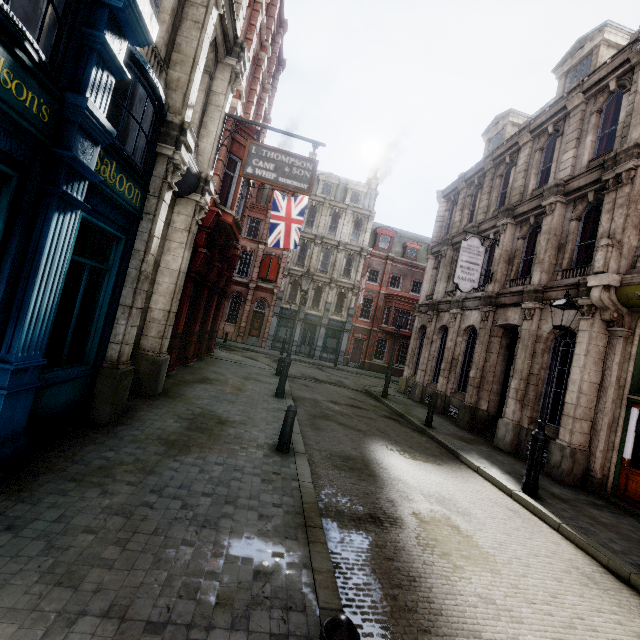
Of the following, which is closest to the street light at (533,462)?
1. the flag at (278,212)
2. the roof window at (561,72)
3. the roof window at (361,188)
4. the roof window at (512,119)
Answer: the roof window at (561,72)

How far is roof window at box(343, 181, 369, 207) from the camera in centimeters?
3472cm

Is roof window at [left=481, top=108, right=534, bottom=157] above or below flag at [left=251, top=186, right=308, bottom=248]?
above

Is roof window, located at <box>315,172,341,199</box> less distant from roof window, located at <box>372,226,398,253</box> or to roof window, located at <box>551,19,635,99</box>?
roof window, located at <box>372,226,398,253</box>

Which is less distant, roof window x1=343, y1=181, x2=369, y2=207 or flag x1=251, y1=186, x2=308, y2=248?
flag x1=251, y1=186, x2=308, y2=248

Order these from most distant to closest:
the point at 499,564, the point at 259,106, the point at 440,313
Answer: the point at 440,313 < the point at 259,106 < the point at 499,564

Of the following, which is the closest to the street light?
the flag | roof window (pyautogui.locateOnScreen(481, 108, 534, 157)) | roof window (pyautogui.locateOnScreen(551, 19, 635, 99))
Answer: roof window (pyautogui.locateOnScreen(551, 19, 635, 99))

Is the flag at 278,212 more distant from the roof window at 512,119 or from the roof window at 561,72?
the roof window at 561,72
